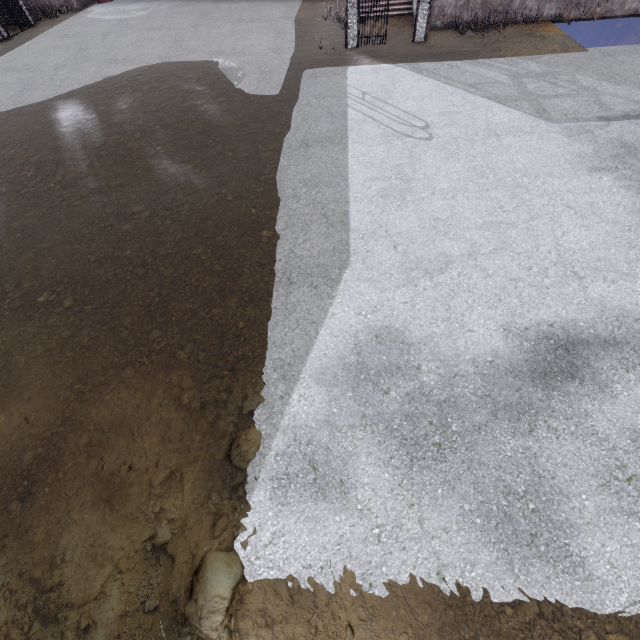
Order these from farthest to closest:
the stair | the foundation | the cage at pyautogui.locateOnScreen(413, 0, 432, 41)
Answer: the stair < the foundation < the cage at pyautogui.locateOnScreen(413, 0, 432, 41)

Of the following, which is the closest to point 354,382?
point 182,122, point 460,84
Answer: point 182,122

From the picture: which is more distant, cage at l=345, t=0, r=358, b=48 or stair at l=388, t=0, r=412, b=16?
stair at l=388, t=0, r=412, b=16

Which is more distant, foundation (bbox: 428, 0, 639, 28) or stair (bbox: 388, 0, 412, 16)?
stair (bbox: 388, 0, 412, 16)

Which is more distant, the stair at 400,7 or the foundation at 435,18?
the stair at 400,7

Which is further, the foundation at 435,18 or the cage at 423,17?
the foundation at 435,18

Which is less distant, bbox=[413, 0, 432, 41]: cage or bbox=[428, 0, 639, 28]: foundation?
bbox=[413, 0, 432, 41]: cage
